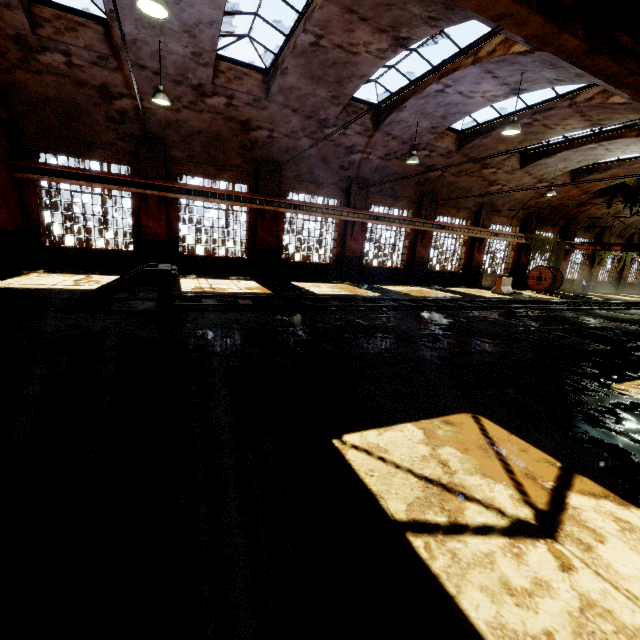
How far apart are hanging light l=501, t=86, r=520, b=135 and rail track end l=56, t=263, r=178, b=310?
10.6 meters

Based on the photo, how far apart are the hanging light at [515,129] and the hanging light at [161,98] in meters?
10.5 m

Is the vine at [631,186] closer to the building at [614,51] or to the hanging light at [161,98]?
the building at [614,51]

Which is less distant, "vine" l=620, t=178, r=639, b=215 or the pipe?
the pipe

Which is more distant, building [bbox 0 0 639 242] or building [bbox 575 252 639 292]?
building [bbox 575 252 639 292]

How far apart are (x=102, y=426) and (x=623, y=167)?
26.5m

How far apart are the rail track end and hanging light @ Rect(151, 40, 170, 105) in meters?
5.4 m

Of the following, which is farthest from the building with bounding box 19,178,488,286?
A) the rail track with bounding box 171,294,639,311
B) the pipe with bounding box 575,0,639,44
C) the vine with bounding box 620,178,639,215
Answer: the rail track with bounding box 171,294,639,311
